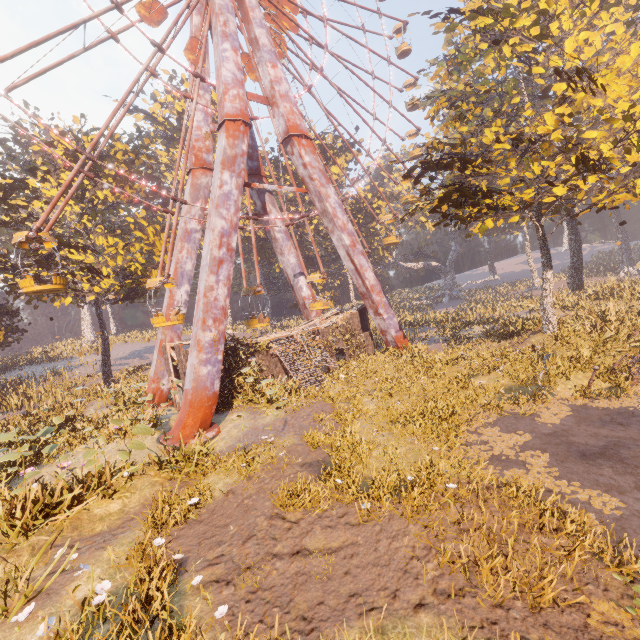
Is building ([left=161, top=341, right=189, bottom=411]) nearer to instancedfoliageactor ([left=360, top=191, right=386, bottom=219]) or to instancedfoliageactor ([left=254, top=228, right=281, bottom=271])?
instancedfoliageactor ([left=254, top=228, right=281, bottom=271])

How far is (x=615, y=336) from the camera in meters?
14.6 m

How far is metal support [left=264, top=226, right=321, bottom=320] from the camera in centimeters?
2617cm

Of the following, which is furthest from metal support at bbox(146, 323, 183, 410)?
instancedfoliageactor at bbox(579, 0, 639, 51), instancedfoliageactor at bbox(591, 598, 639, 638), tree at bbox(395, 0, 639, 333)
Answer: instancedfoliageactor at bbox(579, 0, 639, 51)

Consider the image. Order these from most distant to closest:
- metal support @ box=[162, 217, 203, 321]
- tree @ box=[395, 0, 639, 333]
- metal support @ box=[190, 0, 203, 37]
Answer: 1. metal support @ box=[190, 0, 203, 37]
2. metal support @ box=[162, 217, 203, 321]
3. tree @ box=[395, 0, 639, 333]

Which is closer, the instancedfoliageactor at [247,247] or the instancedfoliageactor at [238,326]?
the instancedfoliageactor at [238,326]

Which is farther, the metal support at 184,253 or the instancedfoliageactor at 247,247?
the instancedfoliageactor at 247,247
